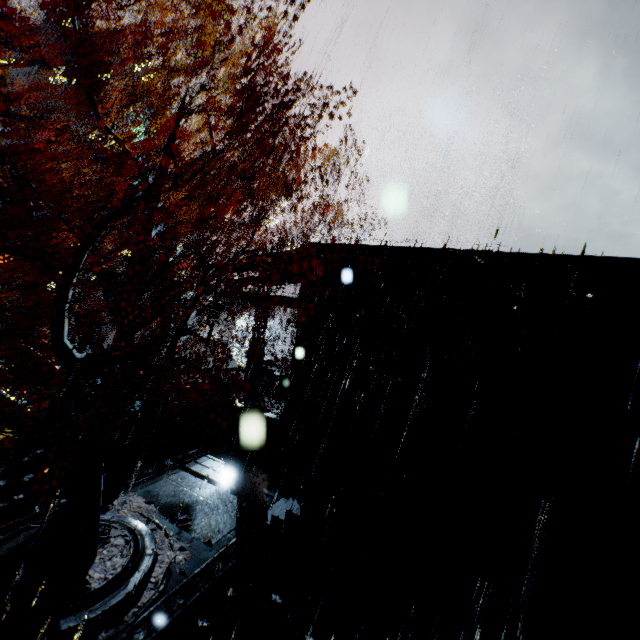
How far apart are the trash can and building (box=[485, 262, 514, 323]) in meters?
13.2 m

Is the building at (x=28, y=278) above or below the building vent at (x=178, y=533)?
above

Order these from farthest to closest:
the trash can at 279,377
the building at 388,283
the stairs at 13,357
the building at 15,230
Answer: the building at 15,230 < the trash can at 279,377 < the stairs at 13,357 < the building at 388,283

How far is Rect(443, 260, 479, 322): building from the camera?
12.5m

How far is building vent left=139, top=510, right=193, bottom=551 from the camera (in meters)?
9.12

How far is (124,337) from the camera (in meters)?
8.15

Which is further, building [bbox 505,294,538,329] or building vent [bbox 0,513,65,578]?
building [bbox 505,294,538,329]

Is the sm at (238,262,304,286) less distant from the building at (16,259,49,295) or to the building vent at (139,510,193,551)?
the building at (16,259,49,295)
